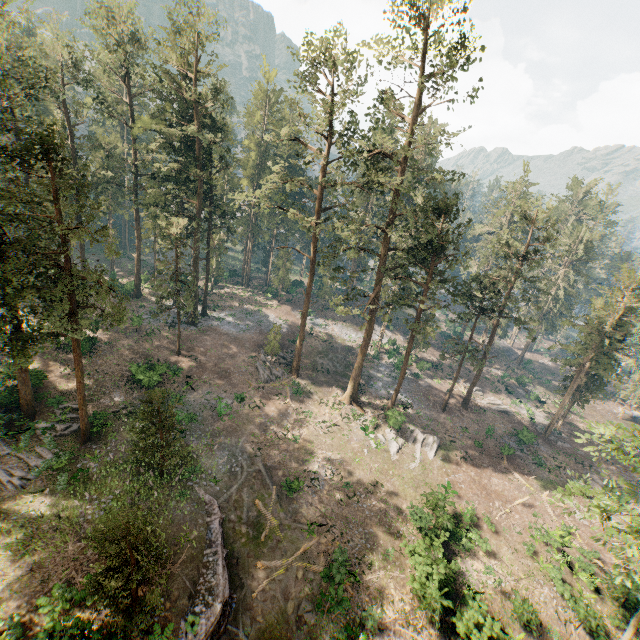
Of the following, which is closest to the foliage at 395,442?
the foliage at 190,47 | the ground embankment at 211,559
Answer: the foliage at 190,47

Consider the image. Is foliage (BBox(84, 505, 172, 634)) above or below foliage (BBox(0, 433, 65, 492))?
above

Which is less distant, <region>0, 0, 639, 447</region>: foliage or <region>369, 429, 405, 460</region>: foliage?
<region>0, 0, 639, 447</region>: foliage

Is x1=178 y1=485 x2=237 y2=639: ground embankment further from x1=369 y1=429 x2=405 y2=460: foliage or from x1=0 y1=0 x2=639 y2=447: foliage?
x1=369 y1=429 x2=405 y2=460: foliage

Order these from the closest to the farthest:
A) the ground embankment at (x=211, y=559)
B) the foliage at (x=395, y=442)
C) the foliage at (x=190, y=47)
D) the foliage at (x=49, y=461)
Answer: the ground embankment at (x=211, y=559) < the foliage at (x=190, y=47) < the foliage at (x=49, y=461) < the foliage at (x=395, y=442)

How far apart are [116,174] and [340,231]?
40.7m

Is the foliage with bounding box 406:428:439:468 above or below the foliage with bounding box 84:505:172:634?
below

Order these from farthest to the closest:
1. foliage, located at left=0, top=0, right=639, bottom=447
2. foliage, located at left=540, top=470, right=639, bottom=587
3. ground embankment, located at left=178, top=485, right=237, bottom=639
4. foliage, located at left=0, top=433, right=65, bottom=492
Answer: foliage, located at left=0, top=433, right=65, bottom=492 → foliage, located at left=0, top=0, right=639, bottom=447 → ground embankment, located at left=178, top=485, right=237, bottom=639 → foliage, located at left=540, top=470, right=639, bottom=587
